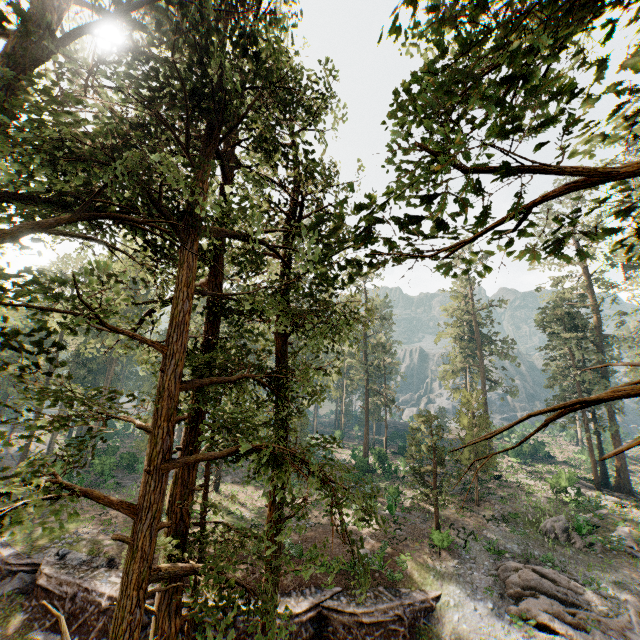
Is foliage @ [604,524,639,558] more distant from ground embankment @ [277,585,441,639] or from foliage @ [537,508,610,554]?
ground embankment @ [277,585,441,639]

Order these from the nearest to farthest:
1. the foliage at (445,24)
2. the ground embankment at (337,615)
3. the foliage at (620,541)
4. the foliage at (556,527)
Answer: the foliage at (445,24) → the ground embankment at (337,615) → the foliage at (620,541) → the foliage at (556,527)

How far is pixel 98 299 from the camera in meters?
8.2

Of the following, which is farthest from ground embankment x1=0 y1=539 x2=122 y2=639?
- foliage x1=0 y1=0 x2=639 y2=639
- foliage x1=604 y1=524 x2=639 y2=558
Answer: foliage x1=604 y1=524 x2=639 y2=558

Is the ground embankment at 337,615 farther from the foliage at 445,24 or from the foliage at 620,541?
the foliage at 620,541
